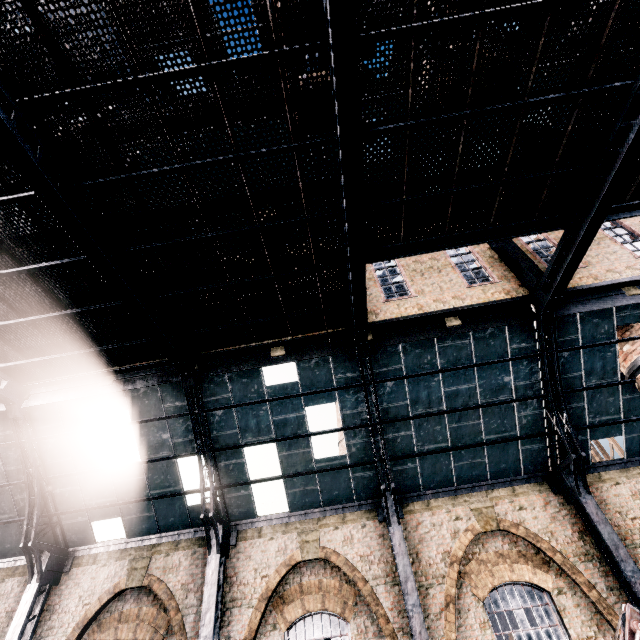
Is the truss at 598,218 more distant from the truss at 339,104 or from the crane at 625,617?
the crane at 625,617

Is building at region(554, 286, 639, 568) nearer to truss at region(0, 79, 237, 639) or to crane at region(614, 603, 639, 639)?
truss at region(0, 79, 237, 639)

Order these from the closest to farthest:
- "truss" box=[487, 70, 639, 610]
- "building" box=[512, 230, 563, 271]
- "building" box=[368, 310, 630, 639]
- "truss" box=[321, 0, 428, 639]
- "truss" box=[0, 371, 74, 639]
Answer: "truss" box=[321, 0, 428, 639]
"truss" box=[487, 70, 639, 610]
"building" box=[368, 310, 630, 639]
"truss" box=[0, 371, 74, 639]
"building" box=[512, 230, 563, 271]

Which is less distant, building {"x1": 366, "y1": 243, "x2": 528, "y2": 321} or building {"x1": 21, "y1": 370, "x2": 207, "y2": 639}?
building {"x1": 21, "y1": 370, "x2": 207, "y2": 639}

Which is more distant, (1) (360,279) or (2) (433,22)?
(1) (360,279)

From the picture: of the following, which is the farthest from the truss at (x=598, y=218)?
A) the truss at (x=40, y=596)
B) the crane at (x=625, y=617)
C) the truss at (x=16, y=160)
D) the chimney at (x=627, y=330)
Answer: the truss at (x=40, y=596)

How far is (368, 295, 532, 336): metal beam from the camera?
10.68m

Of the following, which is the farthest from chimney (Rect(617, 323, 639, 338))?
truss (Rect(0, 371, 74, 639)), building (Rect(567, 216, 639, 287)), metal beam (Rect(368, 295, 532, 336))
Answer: truss (Rect(0, 371, 74, 639))
